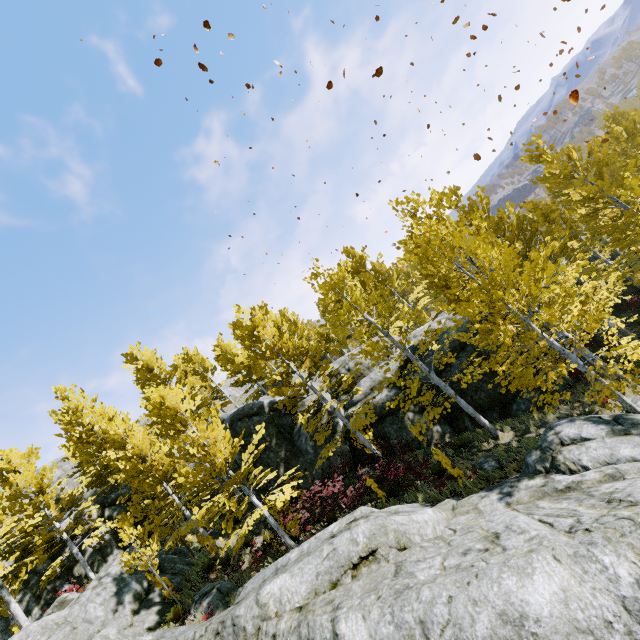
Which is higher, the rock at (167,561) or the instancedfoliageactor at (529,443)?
the rock at (167,561)

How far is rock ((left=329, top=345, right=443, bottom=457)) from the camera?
16.2m

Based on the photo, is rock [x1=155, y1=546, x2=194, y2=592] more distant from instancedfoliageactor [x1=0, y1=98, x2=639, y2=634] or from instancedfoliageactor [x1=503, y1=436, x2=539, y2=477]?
instancedfoliageactor [x1=503, y1=436, x2=539, y2=477]

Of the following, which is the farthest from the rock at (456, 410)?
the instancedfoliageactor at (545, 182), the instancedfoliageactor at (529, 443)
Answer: the instancedfoliageactor at (529, 443)

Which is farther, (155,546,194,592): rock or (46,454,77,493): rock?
(46,454,77,493): rock

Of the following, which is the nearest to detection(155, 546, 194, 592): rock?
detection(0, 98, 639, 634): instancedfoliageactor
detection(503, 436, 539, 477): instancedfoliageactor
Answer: detection(0, 98, 639, 634): instancedfoliageactor

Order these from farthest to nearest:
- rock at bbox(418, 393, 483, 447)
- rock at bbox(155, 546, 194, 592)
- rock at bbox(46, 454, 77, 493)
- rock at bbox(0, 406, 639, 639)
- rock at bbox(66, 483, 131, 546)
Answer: rock at bbox(46, 454, 77, 493) → rock at bbox(66, 483, 131, 546) → rock at bbox(418, 393, 483, 447) → rock at bbox(155, 546, 194, 592) → rock at bbox(0, 406, 639, 639)

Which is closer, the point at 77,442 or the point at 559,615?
the point at 559,615
